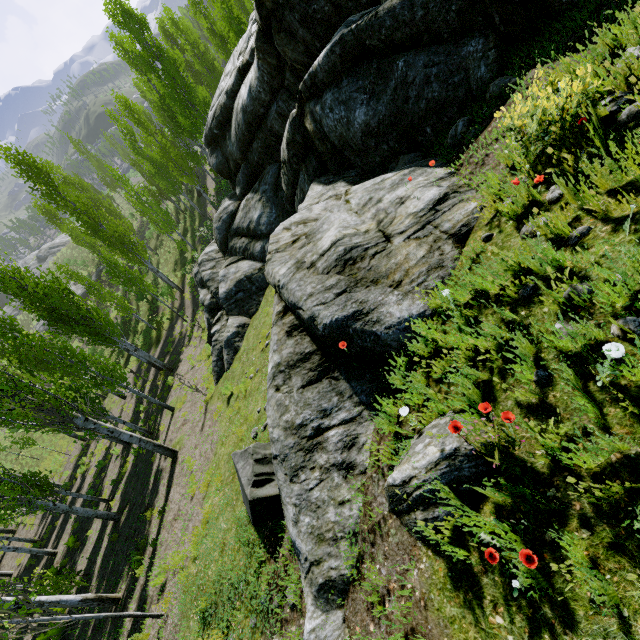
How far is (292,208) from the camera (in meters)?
12.11

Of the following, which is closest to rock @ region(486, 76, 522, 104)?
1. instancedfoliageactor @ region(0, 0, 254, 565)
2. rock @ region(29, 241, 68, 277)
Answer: instancedfoliageactor @ region(0, 0, 254, 565)

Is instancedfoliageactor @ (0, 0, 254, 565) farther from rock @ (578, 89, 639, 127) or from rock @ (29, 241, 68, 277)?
rock @ (29, 241, 68, 277)

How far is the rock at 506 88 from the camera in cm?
485

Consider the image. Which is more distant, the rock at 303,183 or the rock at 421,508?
the rock at 303,183

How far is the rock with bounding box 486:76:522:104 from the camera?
4.85m

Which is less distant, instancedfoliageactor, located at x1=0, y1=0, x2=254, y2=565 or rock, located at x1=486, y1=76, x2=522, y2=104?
rock, located at x1=486, y1=76, x2=522, y2=104
